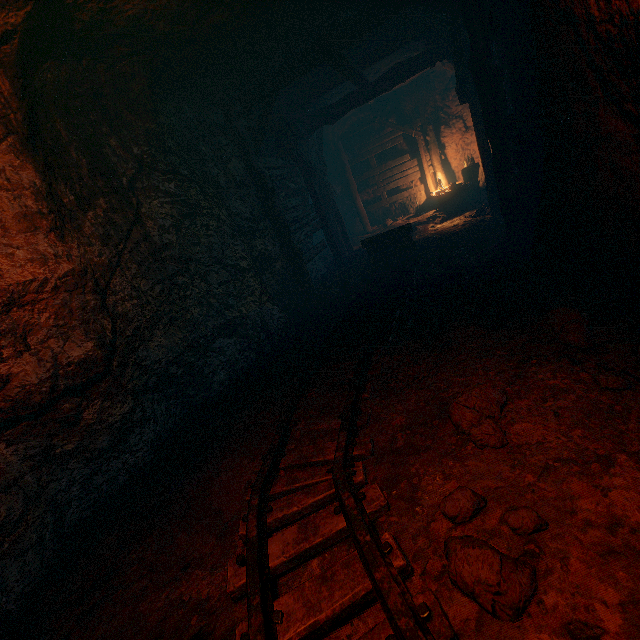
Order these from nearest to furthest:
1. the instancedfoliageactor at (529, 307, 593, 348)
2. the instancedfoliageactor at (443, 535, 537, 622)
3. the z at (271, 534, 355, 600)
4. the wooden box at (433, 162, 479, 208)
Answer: the instancedfoliageactor at (443, 535, 537, 622) → the z at (271, 534, 355, 600) → the instancedfoliageactor at (529, 307, 593, 348) → the wooden box at (433, 162, 479, 208)

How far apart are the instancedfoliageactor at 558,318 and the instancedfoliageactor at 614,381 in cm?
35

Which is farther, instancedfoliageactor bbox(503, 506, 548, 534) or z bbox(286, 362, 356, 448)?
z bbox(286, 362, 356, 448)

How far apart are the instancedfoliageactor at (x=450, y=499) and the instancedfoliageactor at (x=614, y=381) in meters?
1.3 m

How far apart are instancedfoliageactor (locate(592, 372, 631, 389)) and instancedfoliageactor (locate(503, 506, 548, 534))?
1.3m

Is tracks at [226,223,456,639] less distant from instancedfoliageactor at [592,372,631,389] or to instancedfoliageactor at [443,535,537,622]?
instancedfoliageactor at [443,535,537,622]

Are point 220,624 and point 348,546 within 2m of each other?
yes

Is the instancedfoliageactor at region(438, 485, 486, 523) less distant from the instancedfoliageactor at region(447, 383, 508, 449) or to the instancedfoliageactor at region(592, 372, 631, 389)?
the instancedfoliageactor at region(447, 383, 508, 449)
